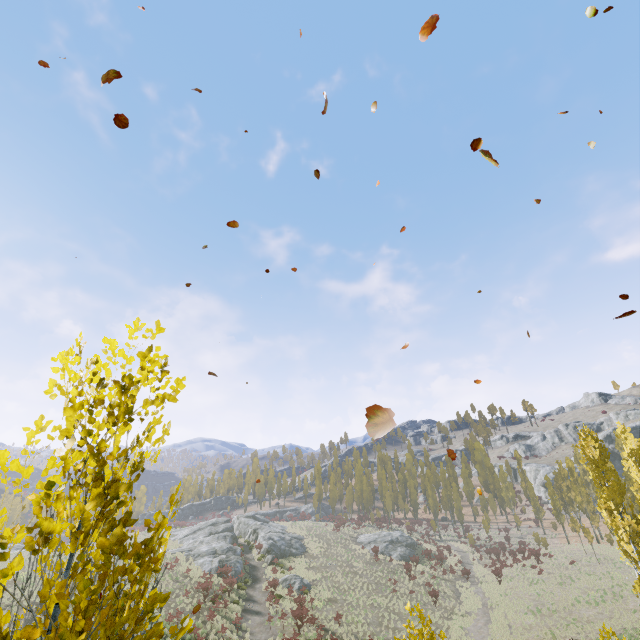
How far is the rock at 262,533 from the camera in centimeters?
3539cm

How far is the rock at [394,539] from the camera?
45.6 meters

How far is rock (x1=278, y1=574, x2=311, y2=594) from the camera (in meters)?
32.05

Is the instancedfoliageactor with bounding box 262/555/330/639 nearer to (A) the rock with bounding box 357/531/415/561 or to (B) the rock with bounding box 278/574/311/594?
(A) the rock with bounding box 357/531/415/561

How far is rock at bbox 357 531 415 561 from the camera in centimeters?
4559cm

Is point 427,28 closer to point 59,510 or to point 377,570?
point 59,510

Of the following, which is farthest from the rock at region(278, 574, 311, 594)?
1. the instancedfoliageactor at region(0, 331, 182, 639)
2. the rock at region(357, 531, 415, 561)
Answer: the instancedfoliageactor at region(0, 331, 182, 639)
